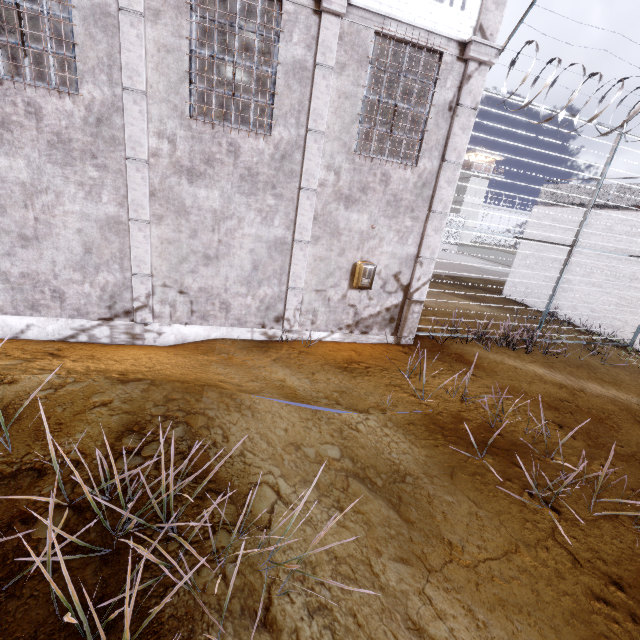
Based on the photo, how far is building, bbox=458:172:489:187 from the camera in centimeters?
5616cm

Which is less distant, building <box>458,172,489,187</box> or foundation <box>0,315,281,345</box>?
foundation <box>0,315,281,345</box>

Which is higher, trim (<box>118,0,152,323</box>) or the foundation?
trim (<box>118,0,152,323</box>)

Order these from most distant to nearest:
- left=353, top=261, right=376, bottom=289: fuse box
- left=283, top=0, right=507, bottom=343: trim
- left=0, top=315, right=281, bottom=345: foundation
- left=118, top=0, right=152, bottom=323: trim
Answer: left=353, top=261, right=376, bottom=289: fuse box < left=0, top=315, right=281, bottom=345: foundation < left=283, top=0, right=507, bottom=343: trim < left=118, top=0, right=152, bottom=323: trim

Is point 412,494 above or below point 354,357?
above

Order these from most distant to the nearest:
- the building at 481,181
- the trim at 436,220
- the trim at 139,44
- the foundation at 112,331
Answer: the building at 481,181, the foundation at 112,331, the trim at 436,220, the trim at 139,44

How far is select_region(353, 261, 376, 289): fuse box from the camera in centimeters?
696cm

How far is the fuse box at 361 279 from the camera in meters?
7.0 m
